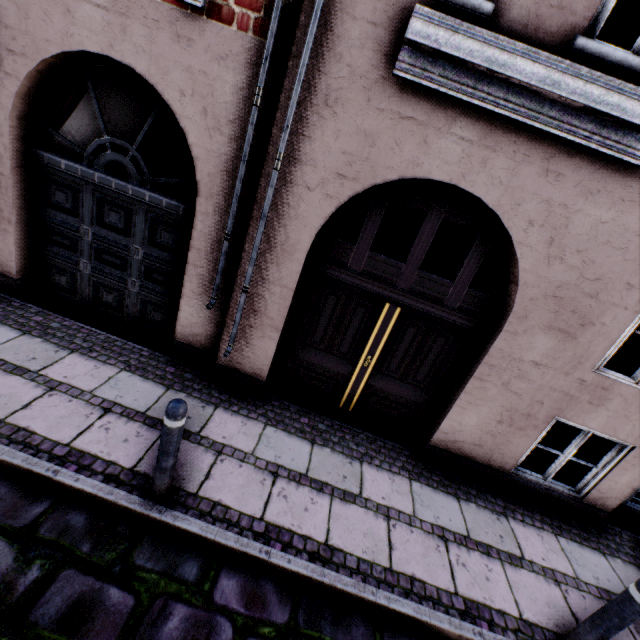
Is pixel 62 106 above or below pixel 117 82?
Result: below

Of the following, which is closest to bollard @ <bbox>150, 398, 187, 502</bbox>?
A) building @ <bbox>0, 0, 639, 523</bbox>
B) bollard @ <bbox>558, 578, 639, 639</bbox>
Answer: building @ <bbox>0, 0, 639, 523</bbox>

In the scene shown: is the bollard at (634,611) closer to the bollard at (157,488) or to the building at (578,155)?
the building at (578,155)

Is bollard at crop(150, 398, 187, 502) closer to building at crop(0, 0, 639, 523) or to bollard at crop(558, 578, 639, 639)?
building at crop(0, 0, 639, 523)

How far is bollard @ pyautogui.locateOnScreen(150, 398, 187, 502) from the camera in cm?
248

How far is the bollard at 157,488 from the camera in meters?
2.5
